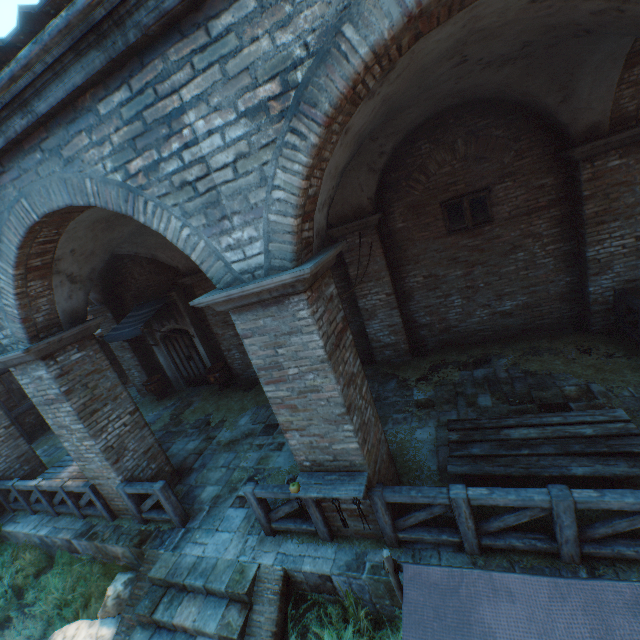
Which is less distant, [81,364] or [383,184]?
[81,364]

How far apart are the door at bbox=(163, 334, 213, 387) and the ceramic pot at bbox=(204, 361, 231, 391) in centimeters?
55cm

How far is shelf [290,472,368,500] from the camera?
3.8 meters

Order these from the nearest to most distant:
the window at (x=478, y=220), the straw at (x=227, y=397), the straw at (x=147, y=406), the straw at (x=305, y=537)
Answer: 1. the straw at (x=305, y=537)
2. the window at (x=478, y=220)
3. the straw at (x=227, y=397)
4. the straw at (x=147, y=406)

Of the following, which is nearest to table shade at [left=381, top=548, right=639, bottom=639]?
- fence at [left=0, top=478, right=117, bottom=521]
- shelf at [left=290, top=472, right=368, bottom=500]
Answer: shelf at [left=290, top=472, right=368, bottom=500]

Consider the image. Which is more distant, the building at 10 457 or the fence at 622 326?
the building at 10 457

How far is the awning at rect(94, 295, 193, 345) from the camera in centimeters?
970cm

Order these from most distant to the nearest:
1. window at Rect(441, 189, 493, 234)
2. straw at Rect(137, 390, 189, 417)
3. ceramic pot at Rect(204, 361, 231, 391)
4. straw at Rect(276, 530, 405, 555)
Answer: straw at Rect(137, 390, 189, 417) → ceramic pot at Rect(204, 361, 231, 391) → window at Rect(441, 189, 493, 234) → straw at Rect(276, 530, 405, 555)
